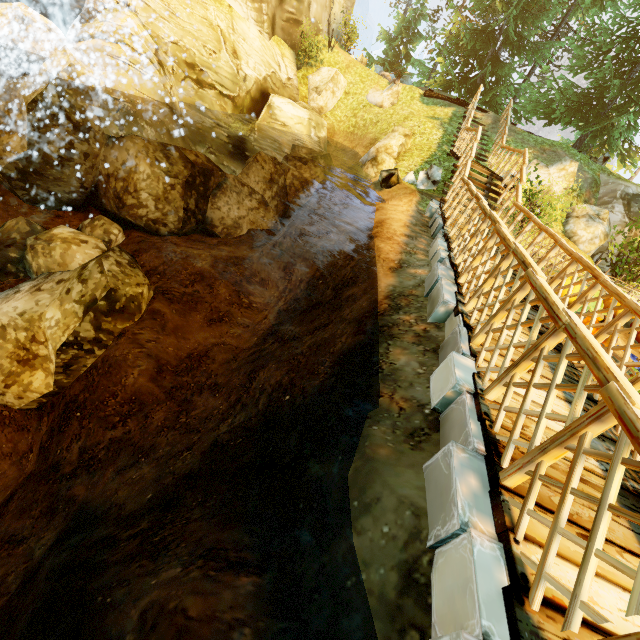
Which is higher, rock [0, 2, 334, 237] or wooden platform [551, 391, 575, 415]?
wooden platform [551, 391, 575, 415]

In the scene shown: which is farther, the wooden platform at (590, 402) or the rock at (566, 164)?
the rock at (566, 164)

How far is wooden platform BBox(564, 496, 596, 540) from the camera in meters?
2.1

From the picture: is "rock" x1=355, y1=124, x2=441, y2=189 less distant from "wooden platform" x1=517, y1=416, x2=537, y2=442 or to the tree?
"wooden platform" x1=517, y1=416, x2=537, y2=442

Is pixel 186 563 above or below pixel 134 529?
above

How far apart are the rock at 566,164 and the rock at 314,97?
9.92m

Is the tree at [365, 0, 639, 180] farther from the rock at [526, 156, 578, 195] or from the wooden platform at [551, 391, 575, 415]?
the wooden platform at [551, 391, 575, 415]

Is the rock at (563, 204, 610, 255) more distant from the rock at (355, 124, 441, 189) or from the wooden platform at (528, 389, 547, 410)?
the rock at (355, 124, 441, 189)
